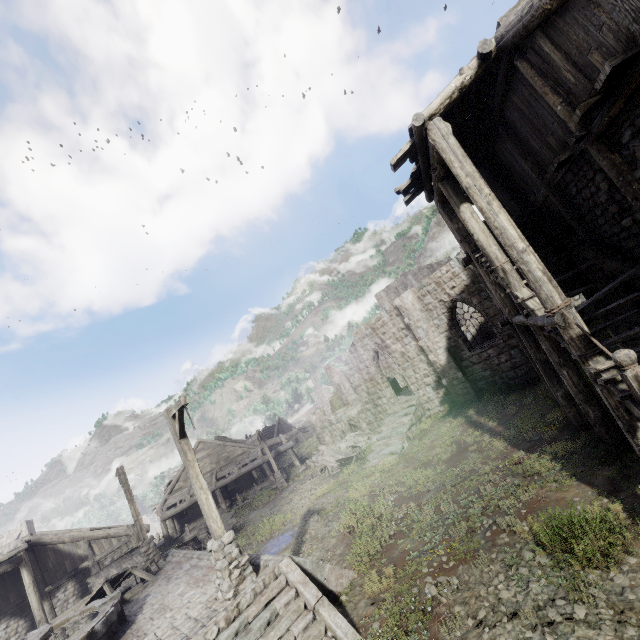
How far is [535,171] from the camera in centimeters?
868cm

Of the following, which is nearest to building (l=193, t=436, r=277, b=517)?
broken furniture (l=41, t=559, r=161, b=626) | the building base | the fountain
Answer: the building base

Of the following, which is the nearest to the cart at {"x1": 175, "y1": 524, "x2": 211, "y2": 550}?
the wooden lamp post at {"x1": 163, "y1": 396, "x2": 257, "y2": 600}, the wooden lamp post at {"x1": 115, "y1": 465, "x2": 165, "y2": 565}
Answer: the wooden lamp post at {"x1": 115, "y1": 465, "x2": 165, "y2": 565}

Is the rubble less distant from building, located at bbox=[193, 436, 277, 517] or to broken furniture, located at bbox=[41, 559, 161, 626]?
building, located at bbox=[193, 436, 277, 517]

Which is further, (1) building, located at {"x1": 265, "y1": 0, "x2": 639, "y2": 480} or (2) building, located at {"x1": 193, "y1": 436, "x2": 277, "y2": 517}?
(2) building, located at {"x1": 193, "y1": 436, "x2": 277, "y2": 517}

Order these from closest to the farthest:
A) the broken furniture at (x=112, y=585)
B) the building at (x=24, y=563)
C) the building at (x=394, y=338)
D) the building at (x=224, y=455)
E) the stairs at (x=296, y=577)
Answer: the building at (x=394, y=338) < the stairs at (x=296, y=577) < the broken furniture at (x=112, y=585) < the building at (x=24, y=563) < the building at (x=224, y=455)

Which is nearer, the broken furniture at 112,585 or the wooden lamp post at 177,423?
the wooden lamp post at 177,423

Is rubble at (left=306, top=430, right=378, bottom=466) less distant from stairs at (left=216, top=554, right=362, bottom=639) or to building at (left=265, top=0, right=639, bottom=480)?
building at (left=265, top=0, right=639, bottom=480)
